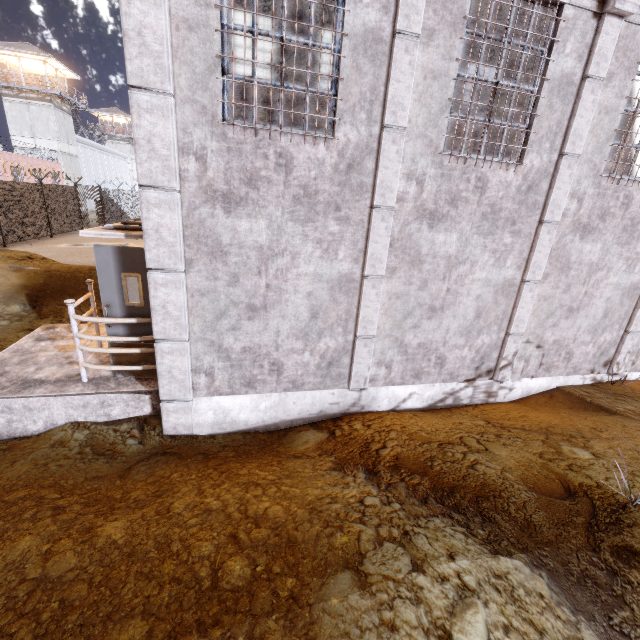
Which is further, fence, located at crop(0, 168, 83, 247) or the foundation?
fence, located at crop(0, 168, 83, 247)

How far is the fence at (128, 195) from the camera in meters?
25.8

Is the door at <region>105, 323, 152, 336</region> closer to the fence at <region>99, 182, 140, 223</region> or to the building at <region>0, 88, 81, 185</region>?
the fence at <region>99, 182, 140, 223</region>

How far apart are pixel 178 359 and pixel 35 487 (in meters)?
2.04

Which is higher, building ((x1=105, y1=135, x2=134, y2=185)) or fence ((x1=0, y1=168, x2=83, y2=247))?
building ((x1=105, y1=135, x2=134, y2=185))

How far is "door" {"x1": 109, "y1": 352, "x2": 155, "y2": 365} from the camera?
5.2m

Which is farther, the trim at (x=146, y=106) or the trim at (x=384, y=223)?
the trim at (x=384, y=223)

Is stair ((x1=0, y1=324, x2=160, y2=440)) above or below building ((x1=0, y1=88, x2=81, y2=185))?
below
